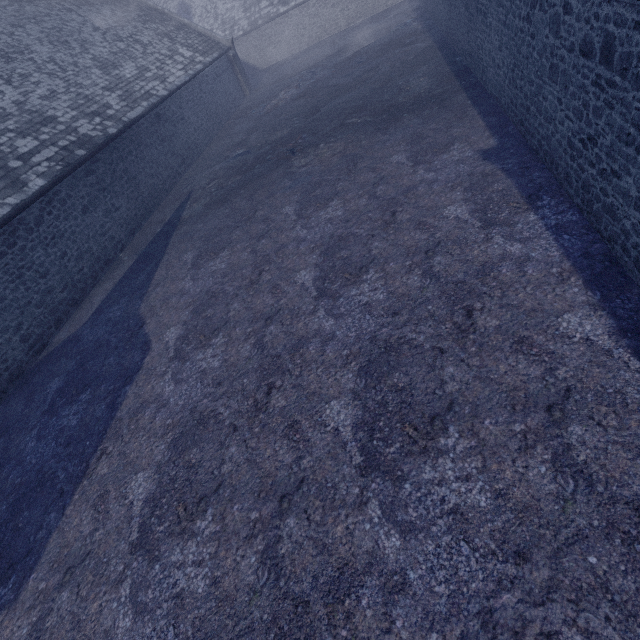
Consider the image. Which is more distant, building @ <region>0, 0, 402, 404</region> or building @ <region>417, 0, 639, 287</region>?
building @ <region>0, 0, 402, 404</region>

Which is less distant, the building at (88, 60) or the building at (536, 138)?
the building at (536, 138)

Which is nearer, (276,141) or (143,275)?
(143,275)
